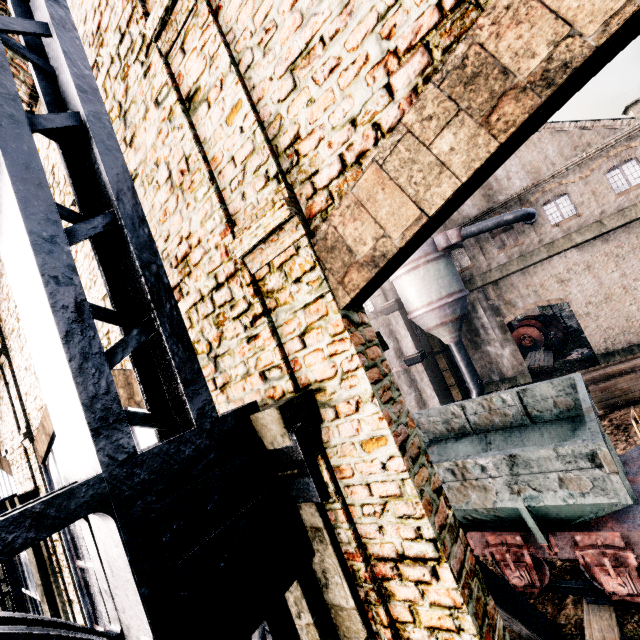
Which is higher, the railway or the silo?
the silo

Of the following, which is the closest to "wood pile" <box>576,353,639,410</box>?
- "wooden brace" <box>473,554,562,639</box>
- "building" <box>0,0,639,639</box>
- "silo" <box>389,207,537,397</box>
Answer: "building" <box>0,0,639,639</box>

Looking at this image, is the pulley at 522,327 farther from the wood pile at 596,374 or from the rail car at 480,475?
the rail car at 480,475

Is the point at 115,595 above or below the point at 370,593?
above

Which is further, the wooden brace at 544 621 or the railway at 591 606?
the railway at 591 606

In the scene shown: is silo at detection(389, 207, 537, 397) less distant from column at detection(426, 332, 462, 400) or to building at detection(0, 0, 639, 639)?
building at detection(0, 0, 639, 639)

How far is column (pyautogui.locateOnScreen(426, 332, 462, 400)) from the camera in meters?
28.3 m

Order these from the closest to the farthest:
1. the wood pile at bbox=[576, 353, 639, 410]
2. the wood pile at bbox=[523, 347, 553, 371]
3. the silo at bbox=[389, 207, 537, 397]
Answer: the wood pile at bbox=[576, 353, 639, 410], the silo at bbox=[389, 207, 537, 397], the wood pile at bbox=[523, 347, 553, 371]
